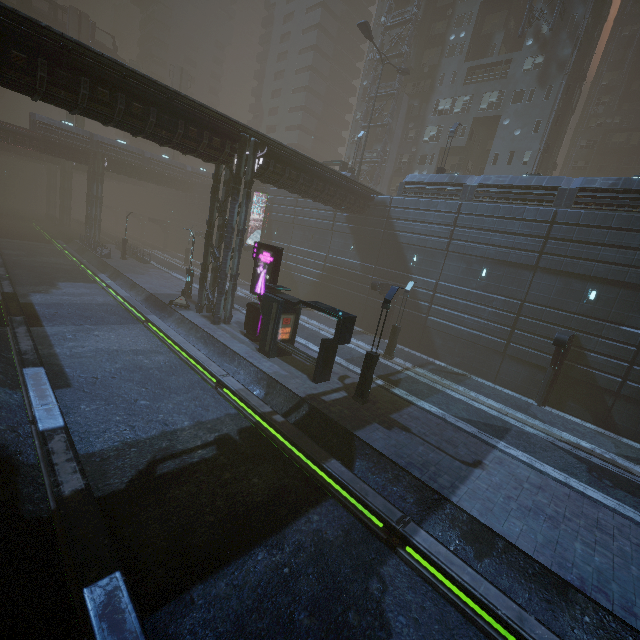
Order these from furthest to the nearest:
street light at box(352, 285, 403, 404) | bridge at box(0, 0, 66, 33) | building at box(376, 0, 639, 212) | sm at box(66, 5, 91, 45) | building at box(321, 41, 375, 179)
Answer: sm at box(66, 5, 91, 45) < bridge at box(0, 0, 66, 33) < building at box(321, 41, 375, 179) < building at box(376, 0, 639, 212) < street light at box(352, 285, 403, 404)

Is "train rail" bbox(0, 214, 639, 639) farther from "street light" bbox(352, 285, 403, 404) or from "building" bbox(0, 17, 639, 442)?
"street light" bbox(352, 285, 403, 404)

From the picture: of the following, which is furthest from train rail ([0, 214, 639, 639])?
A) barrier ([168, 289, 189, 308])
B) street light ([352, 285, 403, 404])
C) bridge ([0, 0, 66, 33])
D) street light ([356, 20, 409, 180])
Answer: bridge ([0, 0, 66, 33])

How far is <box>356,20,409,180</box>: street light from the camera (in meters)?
28.27

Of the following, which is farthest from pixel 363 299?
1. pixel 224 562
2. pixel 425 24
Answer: pixel 425 24

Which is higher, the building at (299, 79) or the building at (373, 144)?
the building at (299, 79)

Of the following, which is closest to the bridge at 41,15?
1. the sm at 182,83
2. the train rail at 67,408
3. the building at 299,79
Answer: the building at 299,79

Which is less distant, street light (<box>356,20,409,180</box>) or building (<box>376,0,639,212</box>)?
building (<box>376,0,639,212</box>)
